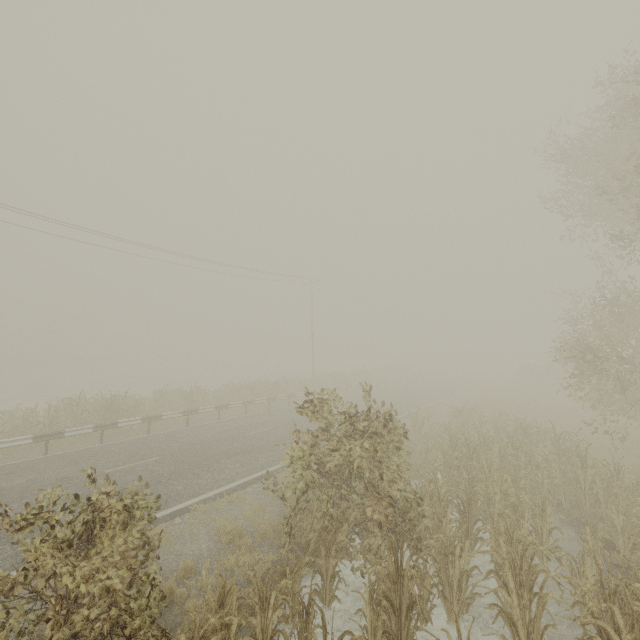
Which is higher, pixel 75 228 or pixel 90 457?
pixel 75 228
